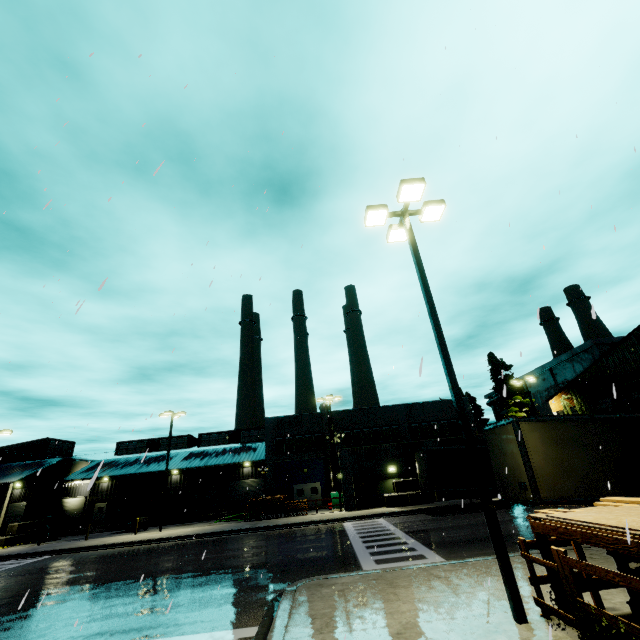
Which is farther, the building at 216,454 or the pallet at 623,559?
the building at 216,454

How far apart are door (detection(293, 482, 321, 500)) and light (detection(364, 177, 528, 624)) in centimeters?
3234cm

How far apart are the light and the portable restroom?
39.2m

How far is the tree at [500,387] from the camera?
33.2m

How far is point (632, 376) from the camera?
22.7m

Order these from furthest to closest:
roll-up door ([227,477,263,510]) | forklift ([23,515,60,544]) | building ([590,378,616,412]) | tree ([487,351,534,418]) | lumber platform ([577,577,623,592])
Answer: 1. roll-up door ([227,477,263,510])
2. tree ([487,351,534,418])
3. forklift ([23,515,60,544])
4. building ([590,378,616,412])
5. lumber platform ([577,577,623,592])

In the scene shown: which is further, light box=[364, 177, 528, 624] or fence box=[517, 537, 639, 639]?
light box=[364, 177, 528, 624]

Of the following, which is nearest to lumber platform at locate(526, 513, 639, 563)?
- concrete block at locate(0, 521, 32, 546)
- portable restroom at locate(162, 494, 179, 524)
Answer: concrete block at locate(0, 521, 32, 546)
